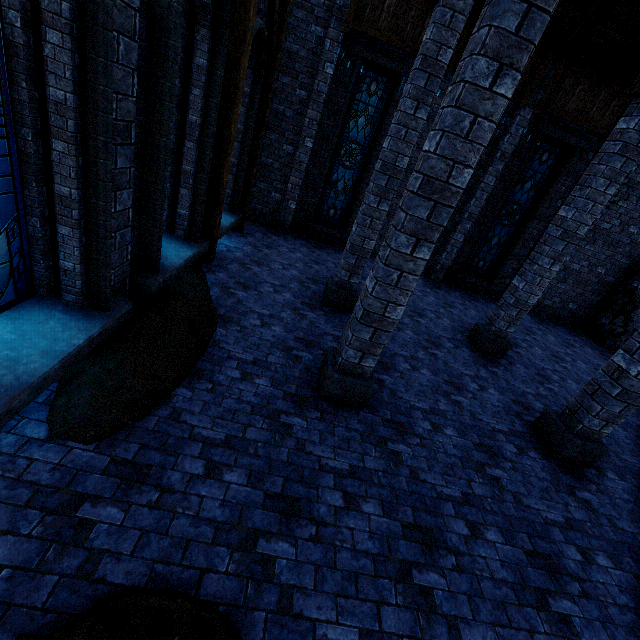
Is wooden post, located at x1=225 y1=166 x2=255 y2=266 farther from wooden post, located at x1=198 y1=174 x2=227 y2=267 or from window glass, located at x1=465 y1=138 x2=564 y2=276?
window glass, located at x1=465 y1=138 x2=564 y2=276

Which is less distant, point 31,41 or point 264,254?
point 31,41

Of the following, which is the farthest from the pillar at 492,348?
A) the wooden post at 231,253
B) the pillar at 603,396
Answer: the wooden post at 231,253

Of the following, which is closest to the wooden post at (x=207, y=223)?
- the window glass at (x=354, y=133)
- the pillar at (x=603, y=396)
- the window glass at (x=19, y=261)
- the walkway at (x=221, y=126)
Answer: the walkway at (x=221, y=126)

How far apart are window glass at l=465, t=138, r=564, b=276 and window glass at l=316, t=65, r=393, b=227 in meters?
4.9 m

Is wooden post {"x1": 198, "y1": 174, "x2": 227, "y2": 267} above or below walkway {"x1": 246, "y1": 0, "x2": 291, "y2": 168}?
below

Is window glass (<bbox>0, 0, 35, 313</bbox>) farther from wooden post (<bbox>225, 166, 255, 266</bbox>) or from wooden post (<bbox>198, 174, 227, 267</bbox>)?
wooden post (<bbox>225, 166, 255, 266</bbox>)

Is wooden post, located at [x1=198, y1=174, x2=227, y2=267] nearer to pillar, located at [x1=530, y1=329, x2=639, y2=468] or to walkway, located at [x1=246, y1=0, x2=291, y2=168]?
walkway, located at [x1=246, y1=0, x2=291, y2=168]
